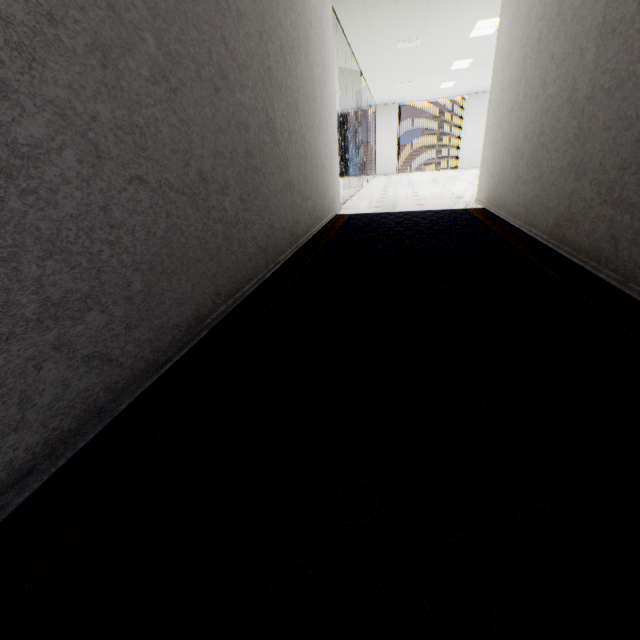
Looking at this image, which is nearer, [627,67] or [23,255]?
[23,255]
